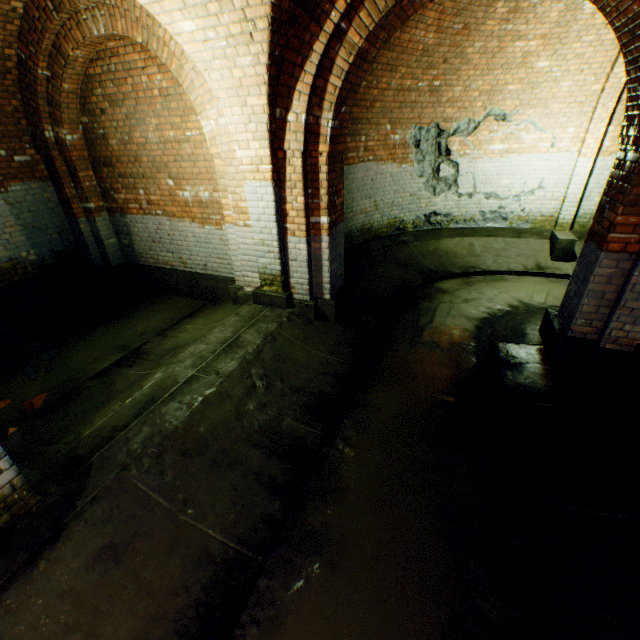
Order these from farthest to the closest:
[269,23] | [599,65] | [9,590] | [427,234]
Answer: [427,234]
[599,65]
[269,23]
[9,590]

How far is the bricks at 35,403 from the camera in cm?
396

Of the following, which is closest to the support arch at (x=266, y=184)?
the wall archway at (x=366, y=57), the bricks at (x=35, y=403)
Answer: the wall archway at (x=366, y=57)

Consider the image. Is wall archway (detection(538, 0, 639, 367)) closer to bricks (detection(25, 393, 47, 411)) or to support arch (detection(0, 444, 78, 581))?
support arch (detection(0, 444, 78, 581))

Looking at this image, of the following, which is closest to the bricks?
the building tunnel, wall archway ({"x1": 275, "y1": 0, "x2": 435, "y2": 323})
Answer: the building tunnel

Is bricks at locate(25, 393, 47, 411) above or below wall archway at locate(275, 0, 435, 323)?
below

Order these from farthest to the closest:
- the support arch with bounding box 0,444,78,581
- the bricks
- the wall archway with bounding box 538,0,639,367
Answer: the bricks, the wall archway with bounding box 538,0,639,367, the support arch with bounding box 0,444,78,581
